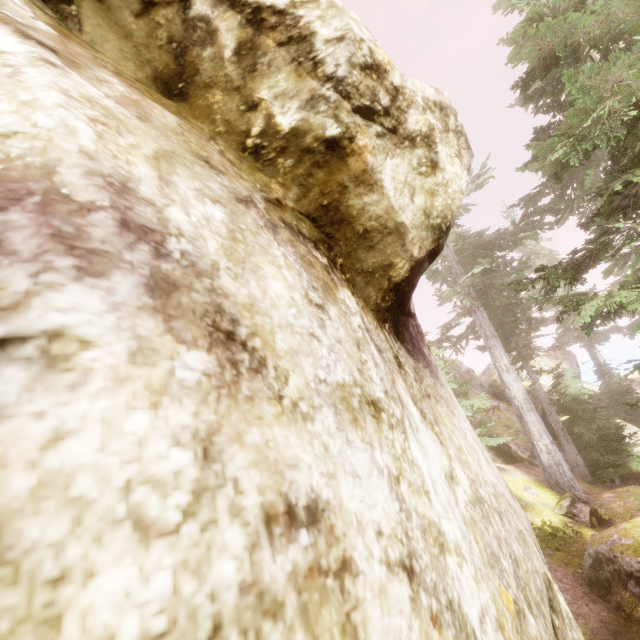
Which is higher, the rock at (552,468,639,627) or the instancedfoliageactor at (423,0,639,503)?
the instancedfoliageactor at (423,0,639,503)

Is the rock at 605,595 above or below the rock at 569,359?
below

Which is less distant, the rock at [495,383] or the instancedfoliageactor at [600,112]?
the instancedfoliageactor at [600,112]

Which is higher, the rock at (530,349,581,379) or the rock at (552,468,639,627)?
the rock at (530,349,581,379)

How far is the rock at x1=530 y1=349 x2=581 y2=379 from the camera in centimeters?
2784cm

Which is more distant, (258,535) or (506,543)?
(506,543)

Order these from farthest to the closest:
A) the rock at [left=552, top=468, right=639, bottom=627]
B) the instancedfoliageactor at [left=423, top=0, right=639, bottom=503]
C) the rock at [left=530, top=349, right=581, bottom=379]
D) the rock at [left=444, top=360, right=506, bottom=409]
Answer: the rock at [left=530, top=349, right=581, bottom=379] < the rock at [left=444, top=360, right=506, bottom=409] < the rock at [left=552, top=468, right=639, bottom=627] < the instancedfoliageactor at [left=423, top=0, right=639, bottom=503]
